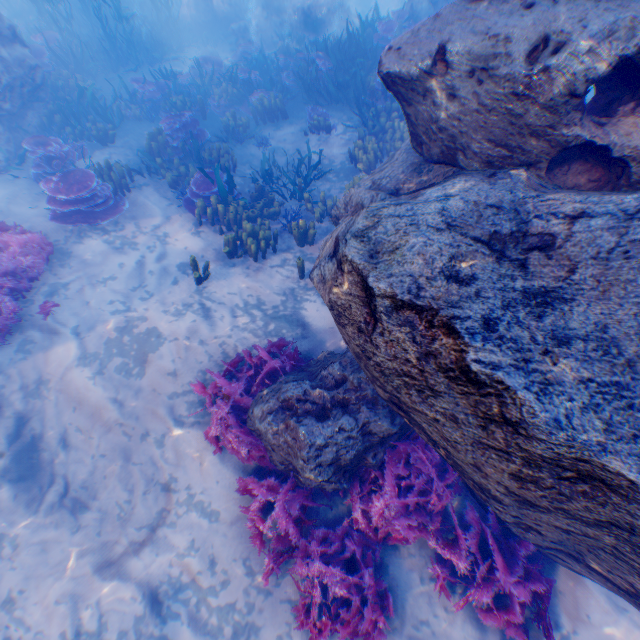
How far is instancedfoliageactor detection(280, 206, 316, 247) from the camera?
7.57m

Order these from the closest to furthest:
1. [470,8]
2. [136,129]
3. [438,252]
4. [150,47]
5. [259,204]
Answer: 1. [438,252]
2. [470,8]
3. [259,204]
4. [136,129]
5. [150,47]

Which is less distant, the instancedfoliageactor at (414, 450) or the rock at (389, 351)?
the rock at (389, 351)

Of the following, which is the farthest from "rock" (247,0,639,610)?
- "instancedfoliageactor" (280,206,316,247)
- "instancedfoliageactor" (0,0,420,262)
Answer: "instancedfoliageactor" (280,206,316,247)

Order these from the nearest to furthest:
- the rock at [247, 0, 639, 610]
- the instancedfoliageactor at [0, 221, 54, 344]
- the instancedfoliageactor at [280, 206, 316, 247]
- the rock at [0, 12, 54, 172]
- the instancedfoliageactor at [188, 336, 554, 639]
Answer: the rock at [247, 0, 639, 610], the instancedfoliageactor at [188, 336, 554, 639], the instancedfoliageactor at [0, 221, 54, 344], the instancedfoliageactor at [280, 206, 316, 247], the rock at [0, 12, 54, 172]

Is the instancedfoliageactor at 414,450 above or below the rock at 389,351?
below

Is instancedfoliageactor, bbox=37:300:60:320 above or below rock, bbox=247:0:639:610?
below

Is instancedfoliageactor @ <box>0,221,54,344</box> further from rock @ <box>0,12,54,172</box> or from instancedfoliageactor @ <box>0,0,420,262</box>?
instancedfoliageactor @ <box>0,0,420,262</box>
